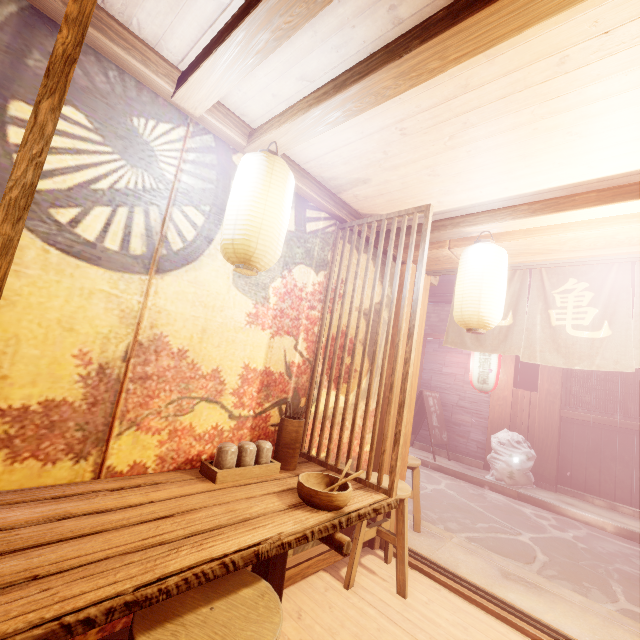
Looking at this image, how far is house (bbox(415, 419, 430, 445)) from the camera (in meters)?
14.69

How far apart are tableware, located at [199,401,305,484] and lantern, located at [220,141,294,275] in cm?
175

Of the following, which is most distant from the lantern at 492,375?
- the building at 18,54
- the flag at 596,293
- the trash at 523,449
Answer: the building at 18,54

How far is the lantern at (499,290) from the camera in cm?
399

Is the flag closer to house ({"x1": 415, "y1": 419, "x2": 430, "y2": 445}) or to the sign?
the sign

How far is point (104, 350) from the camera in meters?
2.8 m

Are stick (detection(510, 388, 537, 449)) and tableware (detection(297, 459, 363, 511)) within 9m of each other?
no

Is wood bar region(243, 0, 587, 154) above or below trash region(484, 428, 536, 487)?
above
